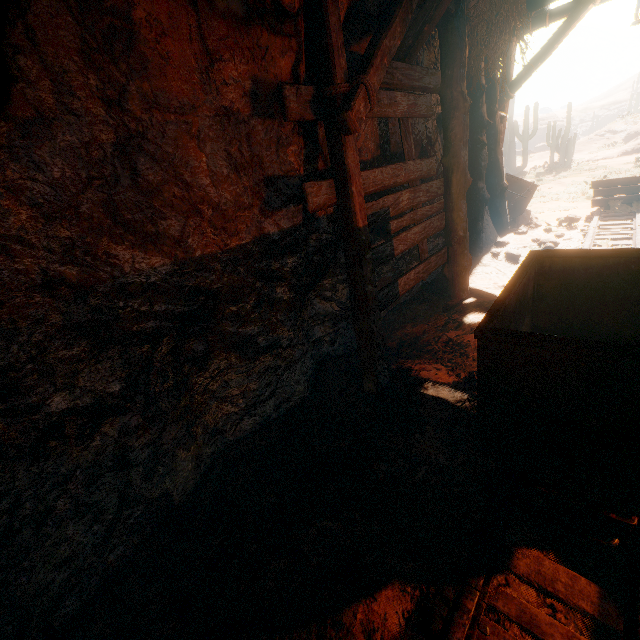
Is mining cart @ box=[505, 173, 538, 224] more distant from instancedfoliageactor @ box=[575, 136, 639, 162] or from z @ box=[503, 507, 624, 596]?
instancedfoliageactor @ box=[575, 136, 639, 162]

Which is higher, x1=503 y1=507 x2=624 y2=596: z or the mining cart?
the mining cart

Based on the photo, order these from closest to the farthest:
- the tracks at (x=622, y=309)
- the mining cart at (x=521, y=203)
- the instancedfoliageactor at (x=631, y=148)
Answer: the tracks at (x=622, y=309) → the mining cart at (x=521, y=203) → the instancedfoliageactor at (x=631, y=148)

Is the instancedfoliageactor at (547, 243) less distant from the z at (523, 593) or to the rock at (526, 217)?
the z at (523, 593)

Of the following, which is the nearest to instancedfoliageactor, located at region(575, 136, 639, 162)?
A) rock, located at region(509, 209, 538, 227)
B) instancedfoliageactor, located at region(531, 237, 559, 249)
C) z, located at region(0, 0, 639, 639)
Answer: z, located at region(0, 0, 639, 639)

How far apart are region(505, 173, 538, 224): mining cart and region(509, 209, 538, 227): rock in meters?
0.0 m

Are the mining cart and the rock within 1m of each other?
yes

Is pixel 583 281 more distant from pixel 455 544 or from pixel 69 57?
pixel 69 57
